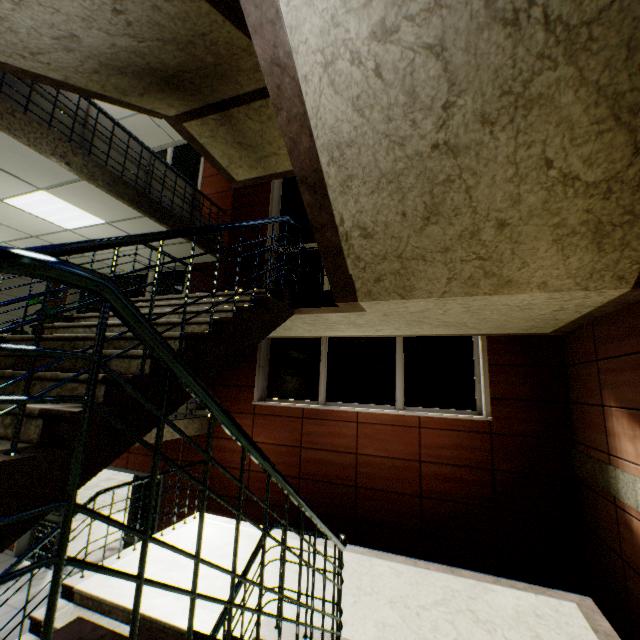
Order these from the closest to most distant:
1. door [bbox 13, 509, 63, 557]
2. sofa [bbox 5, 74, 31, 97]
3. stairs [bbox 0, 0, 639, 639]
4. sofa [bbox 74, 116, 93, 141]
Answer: stairs [bbox 0, 0, 639, 639] < sofa [bbox 5, 74, 31, 97] < sofa [bbox 74, 116, 93, 141] < door [bbox 13, 509, 63, 557]

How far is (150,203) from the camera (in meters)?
5.08

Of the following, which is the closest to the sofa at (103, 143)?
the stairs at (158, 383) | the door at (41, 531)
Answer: the stairs at (158, 383)

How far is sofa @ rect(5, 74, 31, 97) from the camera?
3.7m

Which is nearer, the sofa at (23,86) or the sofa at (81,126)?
the sofa at (23,86)

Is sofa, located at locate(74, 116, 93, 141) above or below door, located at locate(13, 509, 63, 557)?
above

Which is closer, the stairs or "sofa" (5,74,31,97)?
the stairs
